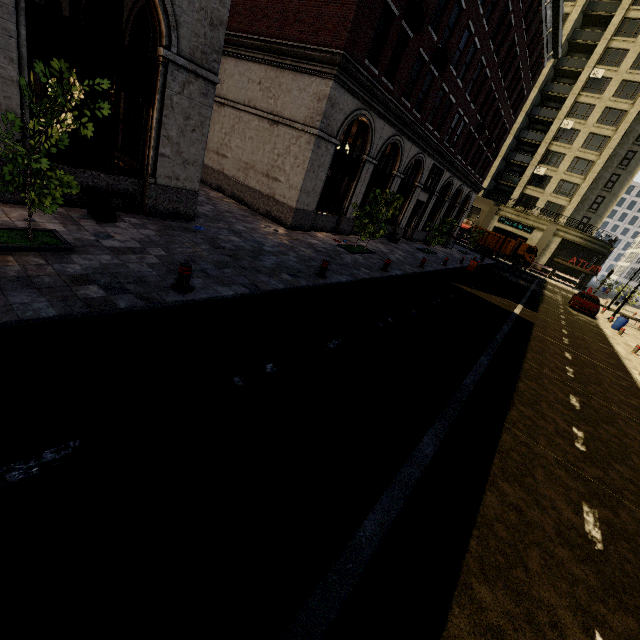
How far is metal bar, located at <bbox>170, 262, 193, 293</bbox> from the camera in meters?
6.4 m

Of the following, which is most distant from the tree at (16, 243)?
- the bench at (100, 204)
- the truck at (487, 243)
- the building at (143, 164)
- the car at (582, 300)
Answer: the truck at (487, 243)

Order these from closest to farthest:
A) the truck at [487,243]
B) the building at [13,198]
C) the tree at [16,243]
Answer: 1. the tree at [16,243]
2. the building at [13,198]
3. the truck at [487,243]

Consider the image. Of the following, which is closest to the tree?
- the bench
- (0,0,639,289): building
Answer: the bench

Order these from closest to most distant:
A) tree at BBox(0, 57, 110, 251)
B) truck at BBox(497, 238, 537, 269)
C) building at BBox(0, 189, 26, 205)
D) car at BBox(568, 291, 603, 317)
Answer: tree at BBox(0, 57, 110, 251) → building at BBox(0, 189, 26, 205) → car at BBox(568, 291, 603, 317) → truck at BBox(497, 238, 537, 269)

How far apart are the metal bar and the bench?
3.50m

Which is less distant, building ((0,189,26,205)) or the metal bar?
the metal bar

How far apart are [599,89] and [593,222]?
16.8 meters
